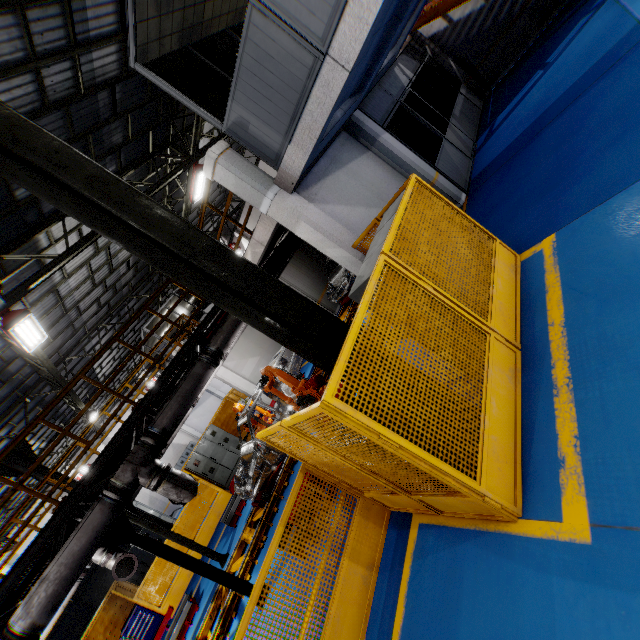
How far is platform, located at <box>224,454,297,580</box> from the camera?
7.61m

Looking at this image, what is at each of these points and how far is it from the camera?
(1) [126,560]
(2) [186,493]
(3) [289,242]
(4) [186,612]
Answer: (1) pipe cover, 8.5m
(2) vent pipe, 6.1m
(3) vent pipe, 9.9m
(4) metal platform, 9.1m

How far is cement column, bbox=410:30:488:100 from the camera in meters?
12.7 m

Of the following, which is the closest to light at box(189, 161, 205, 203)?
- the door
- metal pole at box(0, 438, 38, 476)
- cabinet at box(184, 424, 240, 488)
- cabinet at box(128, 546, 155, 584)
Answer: the door

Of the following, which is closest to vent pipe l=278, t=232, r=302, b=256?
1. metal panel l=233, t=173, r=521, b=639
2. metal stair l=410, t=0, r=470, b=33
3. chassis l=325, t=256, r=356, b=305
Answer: chassis l=325, t=256, r=356, b=305

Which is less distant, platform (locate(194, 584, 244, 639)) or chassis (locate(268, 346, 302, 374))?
platform (locate(194, 584, 244, 639))

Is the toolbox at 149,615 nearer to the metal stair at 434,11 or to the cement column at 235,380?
the cement column at 235,380

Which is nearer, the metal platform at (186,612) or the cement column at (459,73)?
the metal platform at (186,612)
